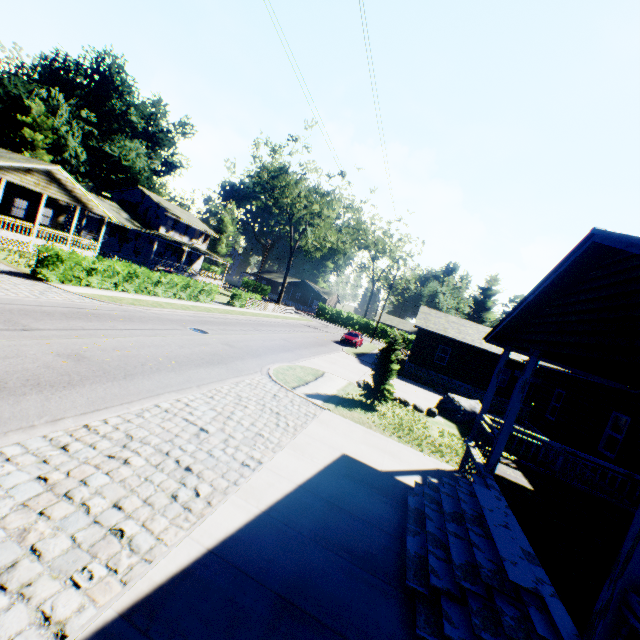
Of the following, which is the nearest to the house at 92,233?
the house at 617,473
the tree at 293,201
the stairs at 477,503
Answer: the tree at 293,201

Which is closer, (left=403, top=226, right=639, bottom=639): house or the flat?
(left=403, top=226, right=639, bottom=639): house

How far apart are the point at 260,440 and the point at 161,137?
64.55m

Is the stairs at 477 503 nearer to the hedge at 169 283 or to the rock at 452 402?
the rock at 452 402

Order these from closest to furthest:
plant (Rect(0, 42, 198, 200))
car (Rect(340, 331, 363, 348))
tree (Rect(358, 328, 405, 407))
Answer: tree (Rect(358, 328, 405, 407))
car (Rect(340, 331, 363, 348))
plant (Rect(0, 42, 198, 200))

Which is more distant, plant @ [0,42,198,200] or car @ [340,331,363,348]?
plant @ [0,42,198,200]

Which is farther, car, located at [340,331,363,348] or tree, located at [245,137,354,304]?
tree, located at [245,137,354,304]

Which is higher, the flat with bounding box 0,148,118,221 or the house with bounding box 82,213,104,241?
the flat with bounding box 0,148,118,221
